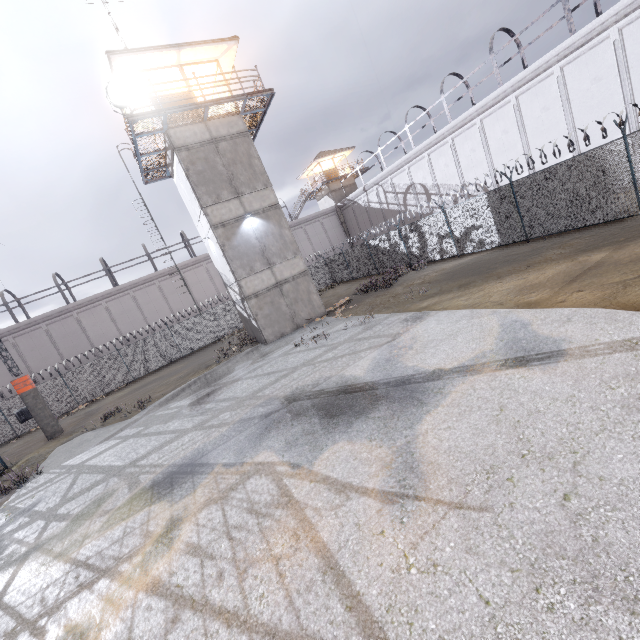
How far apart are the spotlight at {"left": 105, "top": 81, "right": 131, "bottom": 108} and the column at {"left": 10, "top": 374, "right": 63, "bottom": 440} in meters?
14.5

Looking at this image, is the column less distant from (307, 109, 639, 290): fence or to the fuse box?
the fuse box

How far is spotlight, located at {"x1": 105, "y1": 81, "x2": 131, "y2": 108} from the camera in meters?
13.2 m

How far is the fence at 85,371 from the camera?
23.86m

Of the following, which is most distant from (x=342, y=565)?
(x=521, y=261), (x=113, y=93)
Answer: (x=113, y=93)

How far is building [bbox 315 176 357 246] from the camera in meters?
39.9 m

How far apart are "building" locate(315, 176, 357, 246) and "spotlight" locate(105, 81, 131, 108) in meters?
28.3 m

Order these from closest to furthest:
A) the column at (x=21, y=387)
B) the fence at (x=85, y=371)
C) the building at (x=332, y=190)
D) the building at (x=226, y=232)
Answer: the building at (x=226, y=232), the column at (x=21, y=387), the fence at (x=85, y=371), the building at (x=332, y=190)
